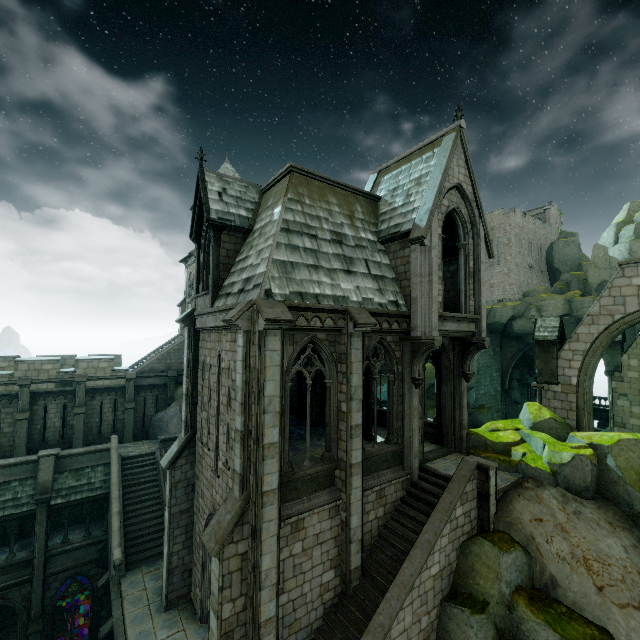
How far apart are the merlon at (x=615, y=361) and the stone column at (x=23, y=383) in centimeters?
3936cm

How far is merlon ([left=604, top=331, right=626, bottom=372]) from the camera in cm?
2323

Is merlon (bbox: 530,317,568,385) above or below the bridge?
above

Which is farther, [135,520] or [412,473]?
[135,520]

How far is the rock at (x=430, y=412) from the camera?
30.41m

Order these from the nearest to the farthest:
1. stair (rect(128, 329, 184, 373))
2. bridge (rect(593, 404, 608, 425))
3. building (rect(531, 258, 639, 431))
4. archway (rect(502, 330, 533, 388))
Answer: building (rect(531, 258, 639, 431))
stair (rect(128, 329, 184, 373))
archway (rect(502, 330, 533, 388))
bridge (rect(593, 404, 608, 425))

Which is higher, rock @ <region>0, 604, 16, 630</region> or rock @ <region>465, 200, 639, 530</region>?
rock @ <region>465, 200, 639, 530</region>

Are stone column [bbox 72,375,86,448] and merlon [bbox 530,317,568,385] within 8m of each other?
no
